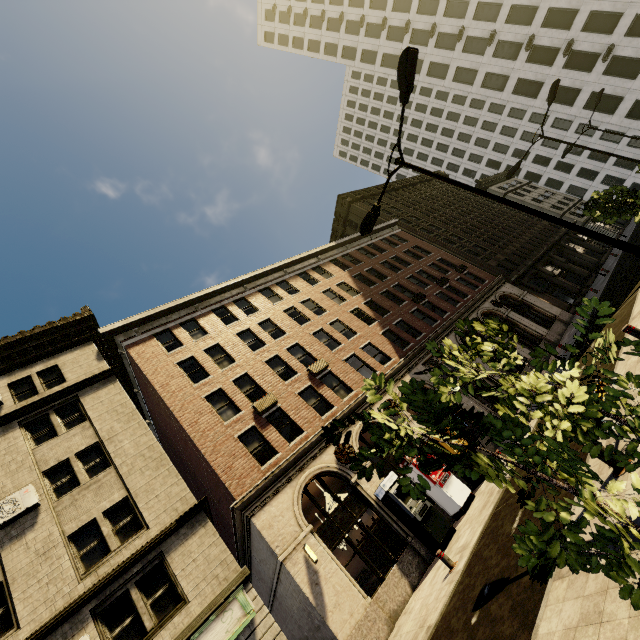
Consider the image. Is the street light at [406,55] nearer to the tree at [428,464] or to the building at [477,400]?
the tree at [428,464]

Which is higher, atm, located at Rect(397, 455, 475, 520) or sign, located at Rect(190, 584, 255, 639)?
sign, located at Rect(190, 584, 255, 639)

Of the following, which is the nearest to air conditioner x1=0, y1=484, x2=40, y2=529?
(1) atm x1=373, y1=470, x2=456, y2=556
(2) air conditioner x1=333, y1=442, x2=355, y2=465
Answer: (2) air conditioner x1=333, y1=442, x2=355, y2=465

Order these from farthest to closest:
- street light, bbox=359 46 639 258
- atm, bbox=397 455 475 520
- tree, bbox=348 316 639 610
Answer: atm, bbox=397 455 475 520 → street light, bbox=359 46 639 258 → tree, bbox=348 316 639 610

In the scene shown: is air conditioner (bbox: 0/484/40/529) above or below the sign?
above

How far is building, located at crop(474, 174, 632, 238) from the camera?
47.9m

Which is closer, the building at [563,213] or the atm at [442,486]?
the atm at [442,486]

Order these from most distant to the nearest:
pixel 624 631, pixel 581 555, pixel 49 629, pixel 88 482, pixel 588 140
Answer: pixel 588 140 → pixel 88 482 → pixel 49 629 → pixel 624 631 → pixel 581 555
